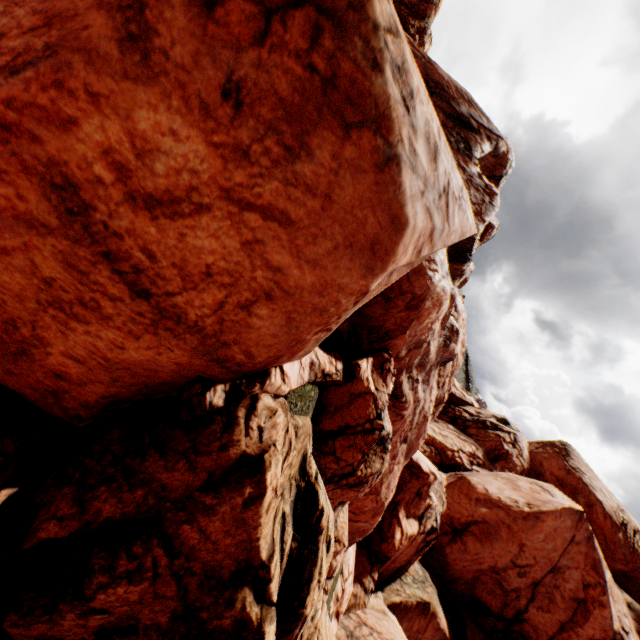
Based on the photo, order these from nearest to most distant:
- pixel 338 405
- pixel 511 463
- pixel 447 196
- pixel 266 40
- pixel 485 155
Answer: pixel 266 40 → pixel 447 196 → pixel 338 405 → pixel 485 155 → pixel 511 463
